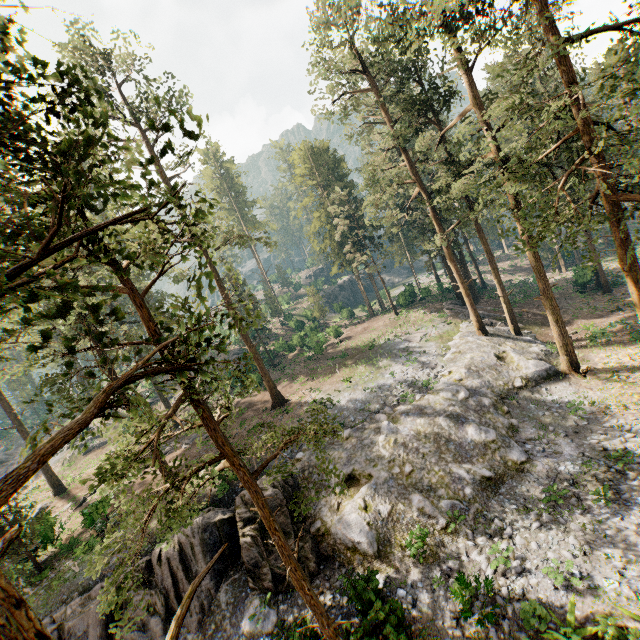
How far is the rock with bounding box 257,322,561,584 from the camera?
15.9m

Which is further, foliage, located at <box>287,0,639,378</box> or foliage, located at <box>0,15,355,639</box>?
foliage, located at <box>287,0,639,378</box>

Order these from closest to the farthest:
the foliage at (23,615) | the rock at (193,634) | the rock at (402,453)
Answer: the foliage at (23,615), the rock at (193,634), the rock at (402,453)

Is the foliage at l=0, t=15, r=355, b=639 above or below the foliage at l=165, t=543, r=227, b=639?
above

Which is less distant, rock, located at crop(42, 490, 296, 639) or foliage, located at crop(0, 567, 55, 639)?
foliage, located at crop(0, 567, 55, 639)

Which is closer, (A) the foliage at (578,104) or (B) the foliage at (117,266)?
(B) the foliage at (117,266)

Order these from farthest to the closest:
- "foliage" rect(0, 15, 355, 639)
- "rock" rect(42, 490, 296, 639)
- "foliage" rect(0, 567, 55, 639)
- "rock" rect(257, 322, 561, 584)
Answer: "rock" rect(257, 322, 561, 584), "rock" rect(42, 490, 296, 639), "foliage" rect(0, 15, 355, 639), "foliage" rect(0, 567, 55, 639)

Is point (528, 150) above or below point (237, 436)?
above
